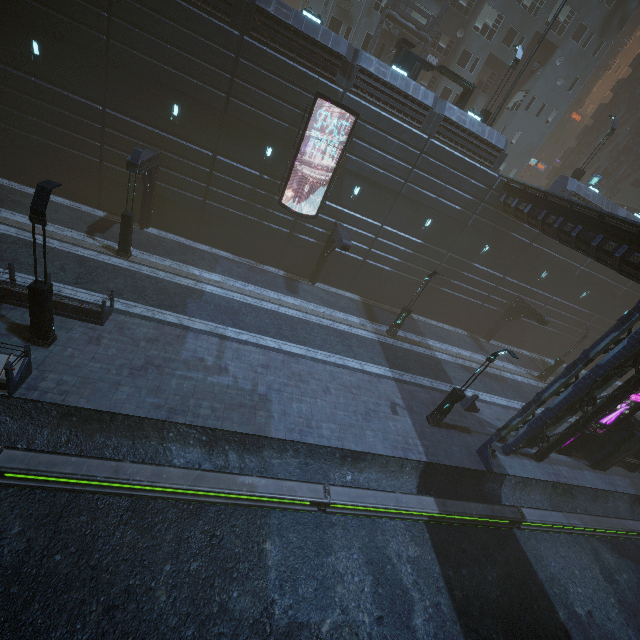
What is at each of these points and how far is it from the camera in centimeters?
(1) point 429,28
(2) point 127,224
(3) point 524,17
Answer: (1) building structure, 2611cm
(2) street light, 1656cm
(3) building, 2842cm

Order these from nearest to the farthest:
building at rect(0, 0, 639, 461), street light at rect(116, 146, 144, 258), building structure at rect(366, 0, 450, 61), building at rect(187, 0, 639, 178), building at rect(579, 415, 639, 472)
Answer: street light at rect(116, 146, 144, 258) < building at rect(0, 0, 639, 461) < building at rect(187, 0, 639, 178) < building at rect(579, 415, 639, 472) < building structure at rect(366, 0, 450, 61)

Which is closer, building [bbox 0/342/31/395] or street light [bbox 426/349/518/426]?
building [bbox 0/342/31/395]

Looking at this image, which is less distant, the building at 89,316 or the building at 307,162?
the building at 89,316

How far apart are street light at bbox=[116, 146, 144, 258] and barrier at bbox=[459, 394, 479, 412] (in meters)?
20.76

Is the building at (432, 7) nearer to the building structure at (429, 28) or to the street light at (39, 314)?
the building structure at (429, 28)

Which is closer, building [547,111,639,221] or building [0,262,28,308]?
building [0,262,28,308]

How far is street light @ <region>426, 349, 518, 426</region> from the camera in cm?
1429
